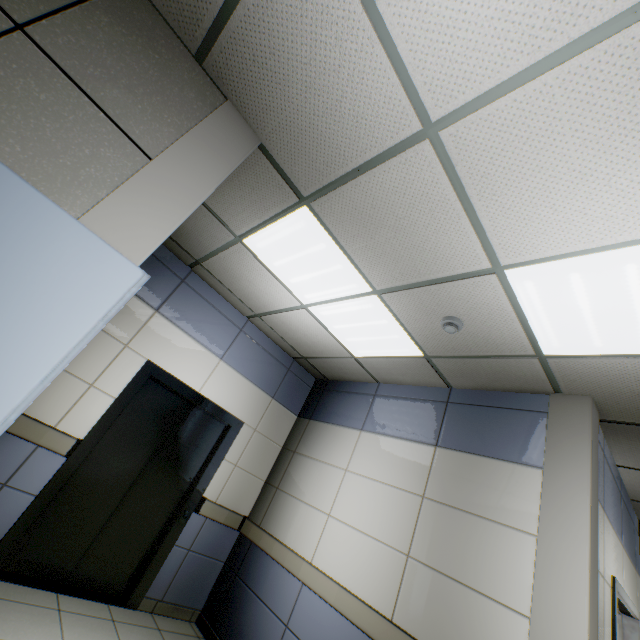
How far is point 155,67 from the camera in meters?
1.7

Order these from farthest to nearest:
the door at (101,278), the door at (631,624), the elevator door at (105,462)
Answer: the elevator door at (105,462)
the door at (631,624)
the door at (101,278)

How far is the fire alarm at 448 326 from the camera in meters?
2.6 m

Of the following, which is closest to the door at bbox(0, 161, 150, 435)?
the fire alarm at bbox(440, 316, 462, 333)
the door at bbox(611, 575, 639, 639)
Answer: the fire alarm at bbox(440, 316, 462, 333)

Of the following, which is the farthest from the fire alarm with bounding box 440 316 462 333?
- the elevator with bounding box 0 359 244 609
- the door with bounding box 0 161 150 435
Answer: the elevator with bounding box 0 359 244 609

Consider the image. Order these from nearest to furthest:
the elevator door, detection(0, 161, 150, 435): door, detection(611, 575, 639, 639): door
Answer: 1. detection(0, 161, 150, 435): door
2. detection(611, 575, 639, 639): door
3. the elevator door

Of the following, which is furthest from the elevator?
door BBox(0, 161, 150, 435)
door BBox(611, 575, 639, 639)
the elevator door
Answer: door BBox(611, 575, 639, 639)
